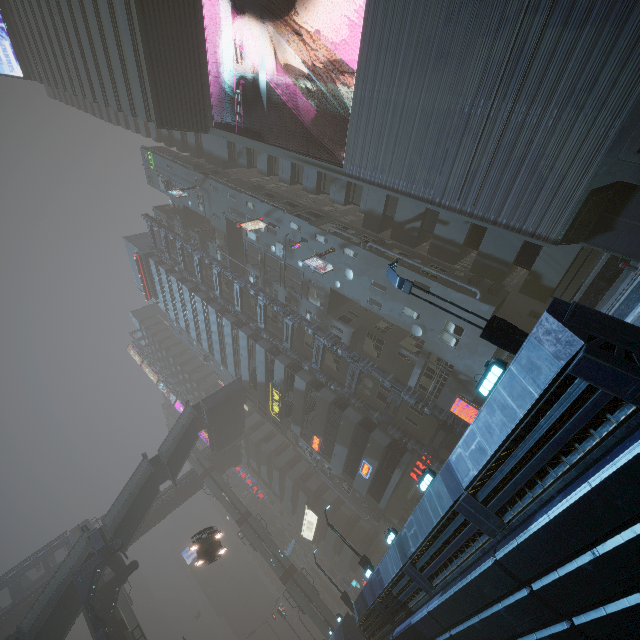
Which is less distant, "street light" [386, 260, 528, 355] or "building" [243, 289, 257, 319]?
"street light" [386, 260, 528, 355]

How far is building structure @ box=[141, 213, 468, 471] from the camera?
23.2m

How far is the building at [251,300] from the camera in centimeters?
3656cm

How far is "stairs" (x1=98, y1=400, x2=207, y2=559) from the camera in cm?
2928

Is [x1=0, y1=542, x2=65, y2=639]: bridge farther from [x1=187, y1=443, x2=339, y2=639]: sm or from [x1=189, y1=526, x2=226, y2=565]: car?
[x1=189, y1=526, x2=226, y2=565]: car

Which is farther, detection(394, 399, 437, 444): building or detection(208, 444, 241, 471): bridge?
detection(208, 444, 241, 471): bridge

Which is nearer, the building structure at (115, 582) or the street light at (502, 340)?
the street light at (502, 340)

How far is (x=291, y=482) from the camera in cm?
4844
